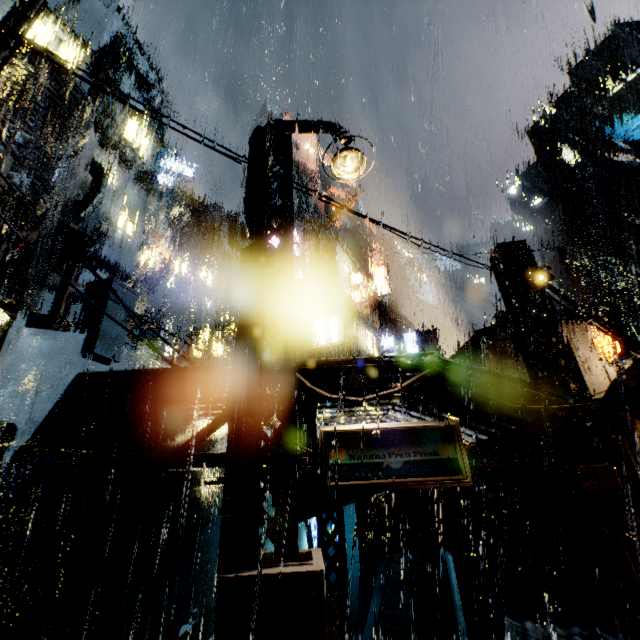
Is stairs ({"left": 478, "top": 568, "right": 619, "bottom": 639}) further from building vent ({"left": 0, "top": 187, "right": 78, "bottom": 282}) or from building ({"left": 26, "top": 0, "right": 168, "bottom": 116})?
building vent ({"left": 0, "top": 187, "right": 78, "bottom": 282})

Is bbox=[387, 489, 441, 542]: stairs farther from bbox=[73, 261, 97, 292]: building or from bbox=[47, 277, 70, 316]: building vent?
bbox=[47, 277, 70, 316]: building vent

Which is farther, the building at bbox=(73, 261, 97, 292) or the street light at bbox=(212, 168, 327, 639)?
the building at bbox=(73, 261, 97, 292)

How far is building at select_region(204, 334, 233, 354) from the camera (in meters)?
58.45

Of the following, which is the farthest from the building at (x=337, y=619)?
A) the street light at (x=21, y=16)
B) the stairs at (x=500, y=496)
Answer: the street light at (x=21, y=16)

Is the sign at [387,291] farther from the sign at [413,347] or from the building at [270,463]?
the sign at [413,347]

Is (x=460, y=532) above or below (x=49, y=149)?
below
